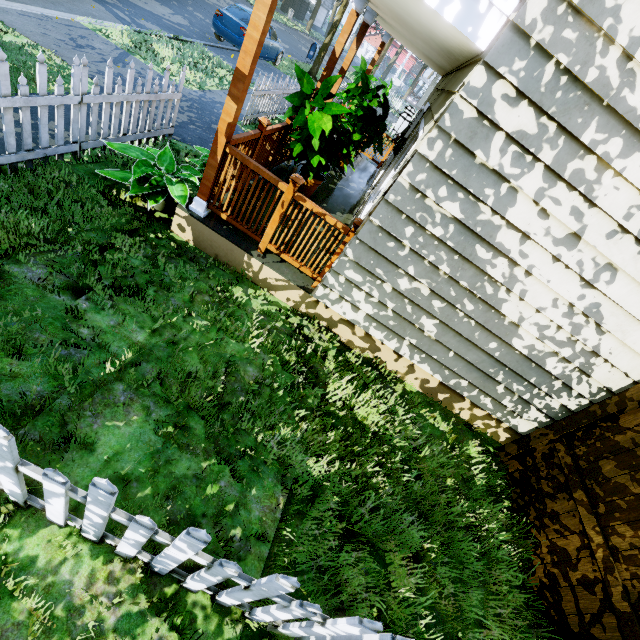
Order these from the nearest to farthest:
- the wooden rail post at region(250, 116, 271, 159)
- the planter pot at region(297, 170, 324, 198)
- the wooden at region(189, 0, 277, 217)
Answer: the wooden at region(189, 0, 277, 217), the wooden rail post at region(250, 116, 271, 159), the planter pot at region(297, 170, 324, 198)

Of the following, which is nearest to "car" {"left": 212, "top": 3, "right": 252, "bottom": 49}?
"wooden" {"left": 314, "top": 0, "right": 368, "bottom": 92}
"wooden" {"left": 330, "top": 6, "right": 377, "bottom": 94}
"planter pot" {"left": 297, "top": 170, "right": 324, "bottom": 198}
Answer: "wooden" {"left": 330, "top": 6, "right": 377, "bottom": 94}

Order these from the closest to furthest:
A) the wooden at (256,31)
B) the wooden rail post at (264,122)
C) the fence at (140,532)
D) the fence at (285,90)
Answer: the fence at (140,532), the wooden at (256,31), the wooden rail post at (264,122), the fence at (285,90)

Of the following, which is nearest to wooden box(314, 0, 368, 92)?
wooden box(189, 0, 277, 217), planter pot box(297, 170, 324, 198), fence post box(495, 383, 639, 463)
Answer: planter pot box(297, 170, 324, 198)

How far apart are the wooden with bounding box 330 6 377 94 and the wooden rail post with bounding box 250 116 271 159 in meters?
3.2

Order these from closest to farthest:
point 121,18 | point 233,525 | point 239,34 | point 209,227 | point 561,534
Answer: point 233,525
point 561,534
point 209,227
point 121,18
point 239,34

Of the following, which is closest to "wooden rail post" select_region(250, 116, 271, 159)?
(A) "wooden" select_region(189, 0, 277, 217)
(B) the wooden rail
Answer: (B) the wooden rail

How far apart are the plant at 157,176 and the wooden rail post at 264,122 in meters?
0.4 m
